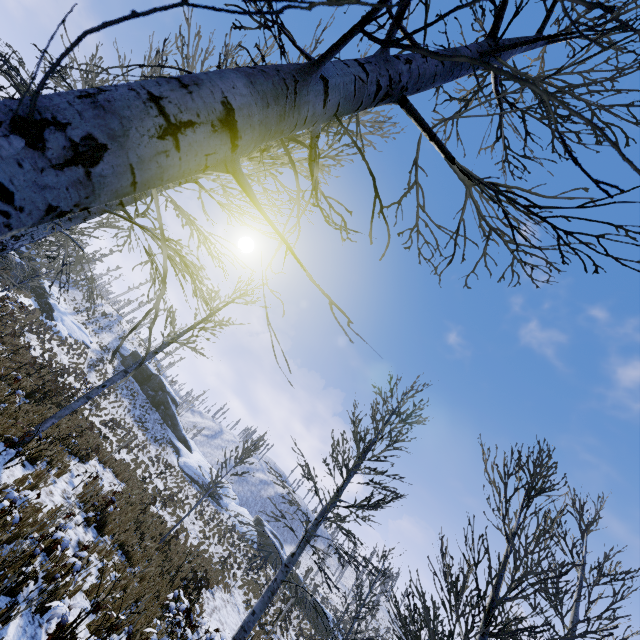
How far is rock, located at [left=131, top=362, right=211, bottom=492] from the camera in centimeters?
3847cm

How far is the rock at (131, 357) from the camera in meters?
43.1 m

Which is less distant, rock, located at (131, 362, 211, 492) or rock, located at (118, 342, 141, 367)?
rock, located at (131, 362, 211, 492)

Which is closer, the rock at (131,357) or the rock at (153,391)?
the rock at (153,391)

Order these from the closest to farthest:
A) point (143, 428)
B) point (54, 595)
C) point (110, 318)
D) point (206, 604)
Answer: point (54, 595), point (206, 604), point (143, 428), point (110, 318)

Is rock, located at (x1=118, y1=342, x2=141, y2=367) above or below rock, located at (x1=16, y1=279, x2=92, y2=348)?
above

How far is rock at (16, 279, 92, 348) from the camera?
30.6 meters
